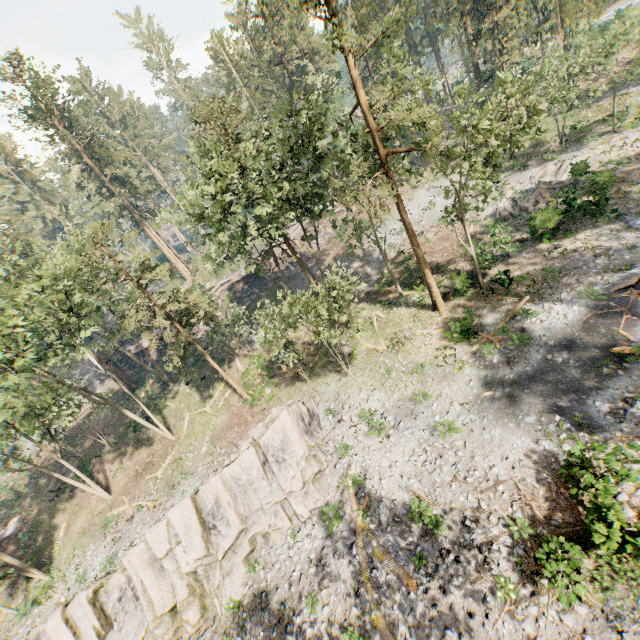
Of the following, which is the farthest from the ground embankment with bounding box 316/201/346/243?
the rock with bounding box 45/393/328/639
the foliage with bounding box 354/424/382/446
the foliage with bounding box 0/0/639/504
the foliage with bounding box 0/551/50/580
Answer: the foliage with bounding box 354/424/382/446

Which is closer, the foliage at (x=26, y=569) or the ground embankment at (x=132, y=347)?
the foliage at (x=26, y=569)

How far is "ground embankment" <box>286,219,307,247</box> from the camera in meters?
46.1

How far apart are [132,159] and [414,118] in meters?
61.0 m

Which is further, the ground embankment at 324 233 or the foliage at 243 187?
the ground embankment at 324 233

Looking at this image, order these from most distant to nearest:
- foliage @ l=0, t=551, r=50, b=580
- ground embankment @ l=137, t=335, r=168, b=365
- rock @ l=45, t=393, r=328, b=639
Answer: ground embankment @ l=137, t=335, r=168, b=365 < foliage @ l=0, t=551, r=50, b=580 < rock @ l=45, t=393, r=328, b=639

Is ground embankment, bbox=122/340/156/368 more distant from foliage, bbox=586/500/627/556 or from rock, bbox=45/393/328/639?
rock, bbox=45/393/328/639
